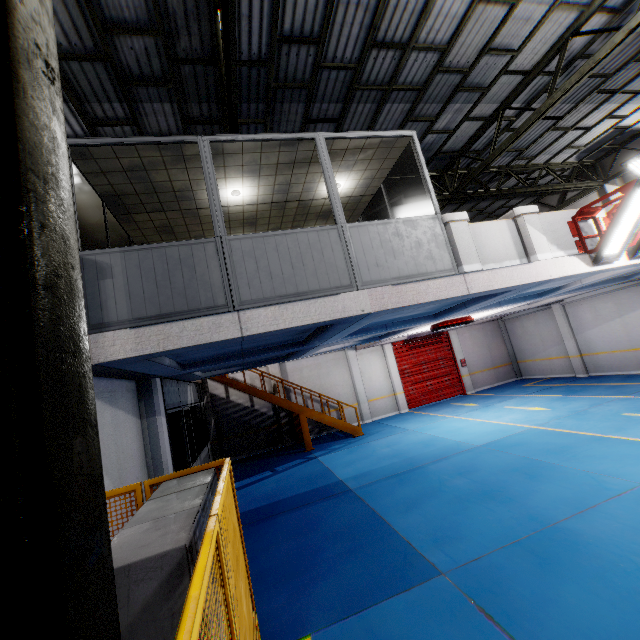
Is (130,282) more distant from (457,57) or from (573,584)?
(457,57)

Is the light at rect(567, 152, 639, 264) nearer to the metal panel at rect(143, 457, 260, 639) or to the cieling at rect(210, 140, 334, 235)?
the cieling at rect(210, 140, 334, 235)

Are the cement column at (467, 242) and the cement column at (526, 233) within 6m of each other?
yes

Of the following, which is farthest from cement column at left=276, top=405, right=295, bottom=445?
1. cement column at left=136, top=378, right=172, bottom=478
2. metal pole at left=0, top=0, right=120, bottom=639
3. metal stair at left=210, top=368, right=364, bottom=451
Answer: metal pole at left=0, top=0, right=120, bottom=639

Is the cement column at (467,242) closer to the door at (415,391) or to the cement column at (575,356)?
the cement column at (575,356)

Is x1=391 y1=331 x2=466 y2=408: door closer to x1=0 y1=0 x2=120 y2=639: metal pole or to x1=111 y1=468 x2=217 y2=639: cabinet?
x1=111 y1=468 x2=217 y2=639: cabinet

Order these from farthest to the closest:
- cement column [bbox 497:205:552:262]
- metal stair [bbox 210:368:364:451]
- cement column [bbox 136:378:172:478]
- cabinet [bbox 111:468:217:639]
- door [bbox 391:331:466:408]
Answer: door [bbox 391:331:466:408], metal stair [bbox 210:368:364:451], cement column [bbox 136:378:172:478], cement column [bbox 497:205:552:262], cabinet [bbox 111:468:217:639]

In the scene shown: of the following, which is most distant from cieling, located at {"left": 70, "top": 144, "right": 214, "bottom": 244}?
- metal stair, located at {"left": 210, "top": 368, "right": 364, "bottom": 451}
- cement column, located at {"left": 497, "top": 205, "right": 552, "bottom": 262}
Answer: metal stair, located at {"left": 210, "top": 368, "right": 364, "bottom": 451}
